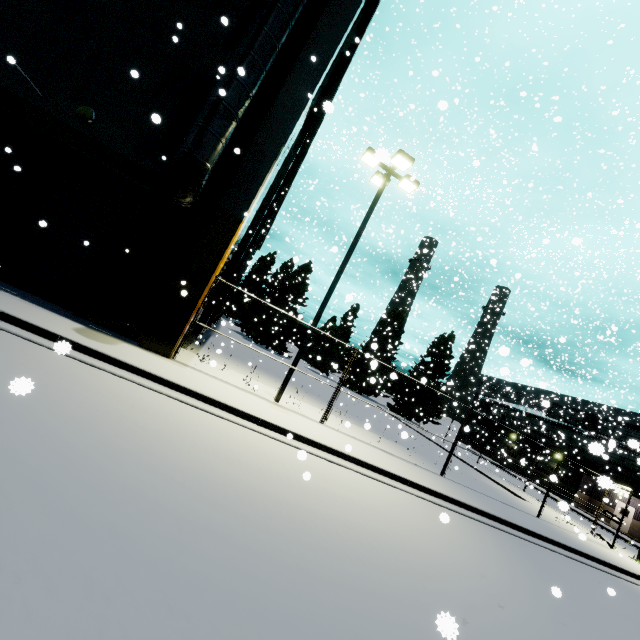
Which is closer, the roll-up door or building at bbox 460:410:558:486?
the roll-up door

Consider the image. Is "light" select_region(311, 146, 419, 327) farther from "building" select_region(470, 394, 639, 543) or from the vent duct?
the vent duct

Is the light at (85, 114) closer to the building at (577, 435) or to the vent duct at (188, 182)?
the building at (577, 435)

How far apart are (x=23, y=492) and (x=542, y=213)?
42.29m

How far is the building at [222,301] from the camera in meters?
19.5 m

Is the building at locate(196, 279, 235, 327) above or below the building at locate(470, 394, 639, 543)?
below

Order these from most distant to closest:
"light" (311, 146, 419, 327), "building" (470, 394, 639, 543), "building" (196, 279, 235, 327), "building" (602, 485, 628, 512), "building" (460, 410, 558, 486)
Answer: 1. "building" (460, 410, 558, 486)
2. "building" (470, 394, 639, 543)
3. "building" (196, 279, 235, 327)
4. "light" (311, 146, 419, 327)
5. "building" (602, 485, 628, 512)

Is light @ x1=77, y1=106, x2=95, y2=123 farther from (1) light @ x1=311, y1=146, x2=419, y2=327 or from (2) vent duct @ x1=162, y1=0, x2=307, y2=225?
(1) light @ x1=311, y1=146, x2=419, y2=327
